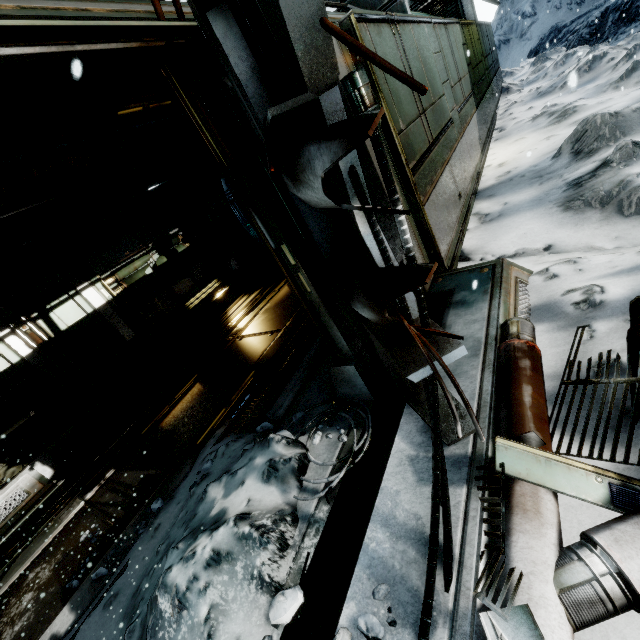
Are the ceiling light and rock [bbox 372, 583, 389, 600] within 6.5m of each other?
no

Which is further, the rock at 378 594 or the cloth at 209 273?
the cloth at 209 273

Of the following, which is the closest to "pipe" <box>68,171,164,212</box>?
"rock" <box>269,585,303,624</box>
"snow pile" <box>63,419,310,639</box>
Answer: "snow pile" <box>63,419,310,639</box>

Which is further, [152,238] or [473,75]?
[152,238]

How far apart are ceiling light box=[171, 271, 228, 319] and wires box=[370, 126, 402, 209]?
8.2m

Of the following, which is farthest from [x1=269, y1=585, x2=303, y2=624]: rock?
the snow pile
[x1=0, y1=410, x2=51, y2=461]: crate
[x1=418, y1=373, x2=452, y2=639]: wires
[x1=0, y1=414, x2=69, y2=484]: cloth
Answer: [x1=0, y1=410, x2=51, y2=461]: crate

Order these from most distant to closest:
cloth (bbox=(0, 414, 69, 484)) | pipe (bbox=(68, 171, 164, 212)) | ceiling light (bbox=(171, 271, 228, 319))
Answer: ceiling light (bbox=(171, 271, 228, 319)), pipe (bbox=(68, 171, 164, 212)), cloth (bbox=(0, 414, 69, 484))

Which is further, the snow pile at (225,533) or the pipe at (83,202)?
the pipe at (83,202)
